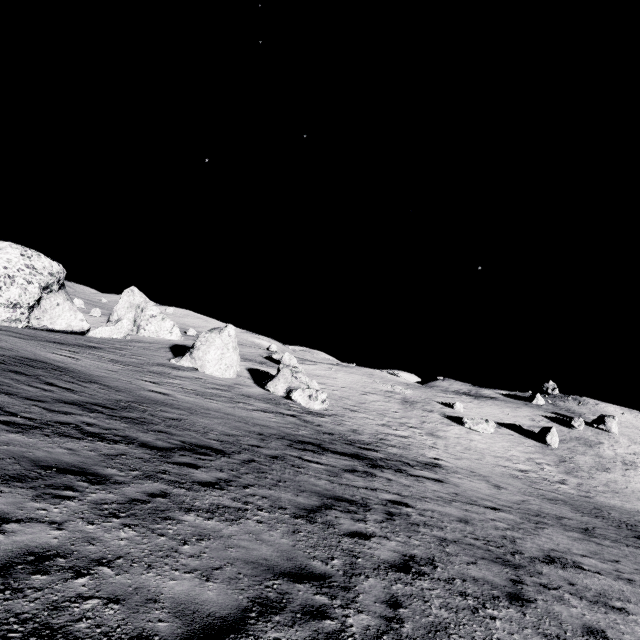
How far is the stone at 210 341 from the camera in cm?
2764

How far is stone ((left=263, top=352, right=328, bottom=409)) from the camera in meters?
25.5 m

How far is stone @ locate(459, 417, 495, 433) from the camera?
35.1m

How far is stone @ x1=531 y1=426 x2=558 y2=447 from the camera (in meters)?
35.94

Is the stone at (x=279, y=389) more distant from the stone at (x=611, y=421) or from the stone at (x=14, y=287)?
the stone at (x=611, y=421)

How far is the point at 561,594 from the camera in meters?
6.6 m

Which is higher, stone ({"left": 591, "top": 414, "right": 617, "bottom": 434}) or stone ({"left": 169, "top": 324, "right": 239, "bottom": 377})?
stone ({"left": 591, "top": 414, "right": 617, "bottom": 434})

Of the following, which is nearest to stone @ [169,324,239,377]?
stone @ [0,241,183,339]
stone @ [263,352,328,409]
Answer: stone @ [263,352,328,409]
